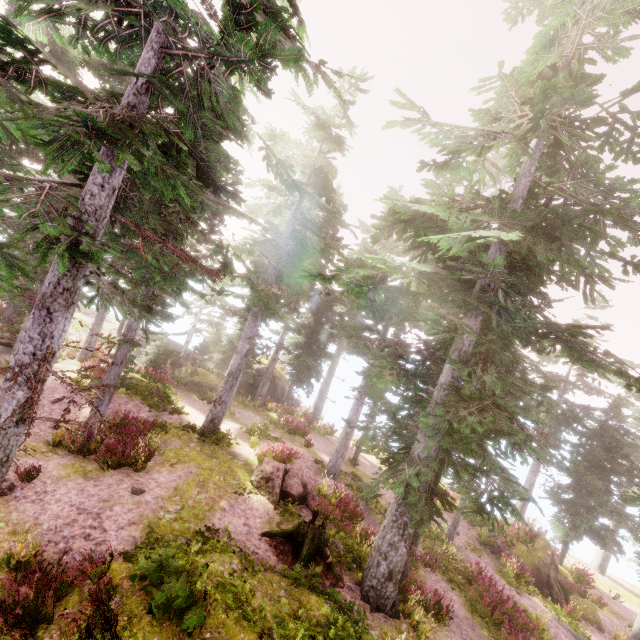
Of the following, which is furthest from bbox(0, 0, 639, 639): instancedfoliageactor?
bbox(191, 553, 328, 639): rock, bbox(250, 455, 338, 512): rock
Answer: bbox(250, 455, 338, 512): rock

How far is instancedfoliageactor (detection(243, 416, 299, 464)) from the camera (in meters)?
15.48

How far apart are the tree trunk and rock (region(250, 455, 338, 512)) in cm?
160

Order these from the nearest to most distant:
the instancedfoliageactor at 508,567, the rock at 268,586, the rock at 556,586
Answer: the rock at 268,586 → the instancedfoliageactor at 508,567 → the rock at 556,586

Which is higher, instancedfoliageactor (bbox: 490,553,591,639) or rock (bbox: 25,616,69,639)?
rock (bbox: 25,616,69,639)

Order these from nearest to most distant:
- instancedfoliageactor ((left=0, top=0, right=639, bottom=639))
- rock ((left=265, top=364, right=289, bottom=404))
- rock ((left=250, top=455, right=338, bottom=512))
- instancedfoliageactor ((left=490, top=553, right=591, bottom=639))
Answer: instancedfoliageactor ((left=0, top=0, right=639, bottom=639)), rock ((left=250, top=455, right=338, bottom=512)), instancedfoliageactor ((left=490, top=553, right=591, bottom=639)), rock ((left=265, top=364, right=289, bottom=404))

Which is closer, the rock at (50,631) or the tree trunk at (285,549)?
the rock at (50,631)

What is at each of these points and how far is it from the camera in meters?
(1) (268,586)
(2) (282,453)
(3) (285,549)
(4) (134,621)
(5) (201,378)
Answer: (1) rock, 8.9 m
(2) instancedfoliageactor, 16.1 m
(3) tree trunk, 10.8 m
(4) rock, 6.4 m
(5) rock, 26.7 m
